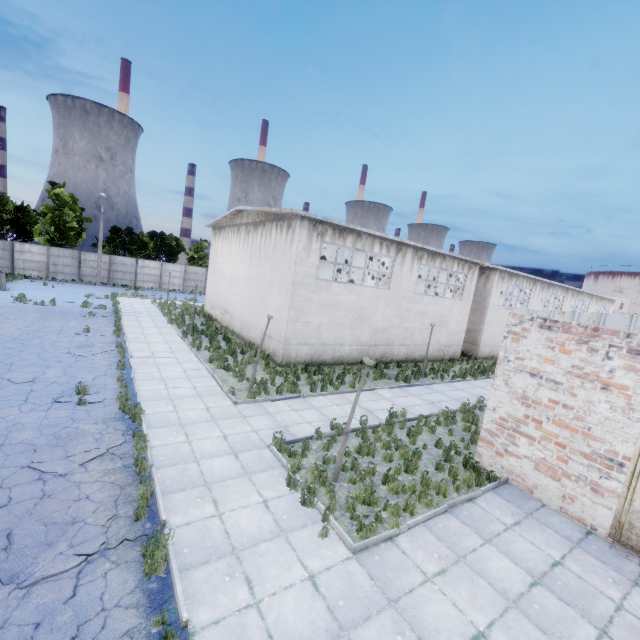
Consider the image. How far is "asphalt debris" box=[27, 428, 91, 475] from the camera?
7.1 meters

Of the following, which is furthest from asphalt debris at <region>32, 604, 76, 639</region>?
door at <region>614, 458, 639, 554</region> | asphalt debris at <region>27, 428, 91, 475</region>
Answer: door at <region>614, 458, 639, 554</region>

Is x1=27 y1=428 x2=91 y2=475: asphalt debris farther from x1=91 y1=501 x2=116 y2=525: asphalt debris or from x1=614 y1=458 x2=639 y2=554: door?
x1=614 y1=458 x2=639 y2=554: door

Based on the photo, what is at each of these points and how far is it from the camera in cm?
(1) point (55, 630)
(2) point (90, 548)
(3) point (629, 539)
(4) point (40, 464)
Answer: (1) asphalt debris, 423
(2) asphalt debris, 542
(3) door, 733
(4) asphalt debris, 723

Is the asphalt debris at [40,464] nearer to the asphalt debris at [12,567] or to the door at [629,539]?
the asphalt debris at [12,567]

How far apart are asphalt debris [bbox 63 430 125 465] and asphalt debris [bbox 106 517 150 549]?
1.4m

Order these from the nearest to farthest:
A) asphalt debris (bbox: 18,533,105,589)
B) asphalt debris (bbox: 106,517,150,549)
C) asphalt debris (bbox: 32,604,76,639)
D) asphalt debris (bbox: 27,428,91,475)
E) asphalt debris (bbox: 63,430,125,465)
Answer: asphalt debris (bbox: 32,604,76,639), asphalt debris (bbox: 18,533,105,589), asphalt debris (bbox: 106,517,150,549), asphalt debris (bbox: 27,428,91,475), asphalt debris (bbox: 63,430,125,465)

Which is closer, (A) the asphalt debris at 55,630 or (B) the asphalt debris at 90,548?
(A) the asphalt debris at 55,630
